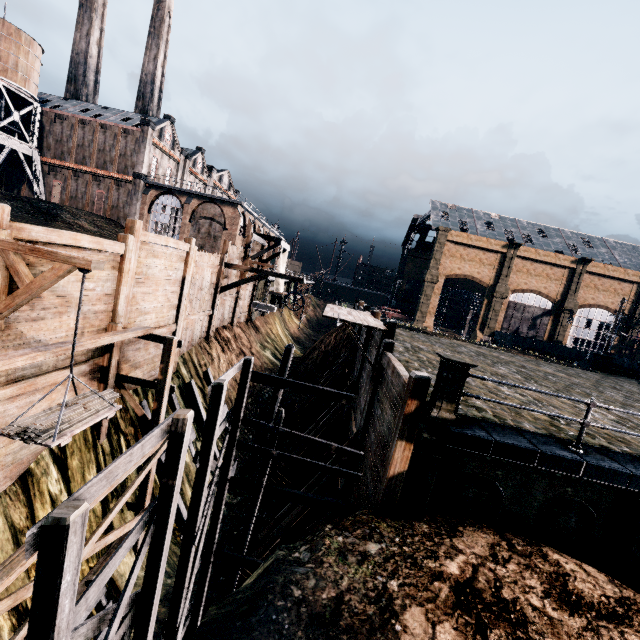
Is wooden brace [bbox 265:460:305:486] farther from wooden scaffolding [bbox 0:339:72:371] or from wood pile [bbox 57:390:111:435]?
wood pile [bbox 57:390:111:435]

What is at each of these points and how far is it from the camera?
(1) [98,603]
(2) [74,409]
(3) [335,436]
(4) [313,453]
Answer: (1) ladder, 9.3 meters
(2) wood pile, 7.5 meters
(3) wooden brace, 18.3 meters
(4) wooden brace, 18.7 meters

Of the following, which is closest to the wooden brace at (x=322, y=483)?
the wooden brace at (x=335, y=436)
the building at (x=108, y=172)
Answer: the wooden brace at (x=335, y=436)

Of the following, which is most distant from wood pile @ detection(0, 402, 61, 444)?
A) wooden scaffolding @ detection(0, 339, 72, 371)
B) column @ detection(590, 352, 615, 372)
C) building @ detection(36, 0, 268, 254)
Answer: column @ detection(590, 352, 615, 372)

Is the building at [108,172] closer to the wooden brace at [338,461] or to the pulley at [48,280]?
the wooden brace at [338,461]

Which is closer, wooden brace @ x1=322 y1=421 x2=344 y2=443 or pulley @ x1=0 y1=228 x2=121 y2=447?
pulley @ x1=0 y1=228 x2=121 y2=447

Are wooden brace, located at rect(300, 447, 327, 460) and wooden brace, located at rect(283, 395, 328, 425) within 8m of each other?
yes

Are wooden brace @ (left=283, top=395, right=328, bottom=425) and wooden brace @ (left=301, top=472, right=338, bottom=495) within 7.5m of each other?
no
